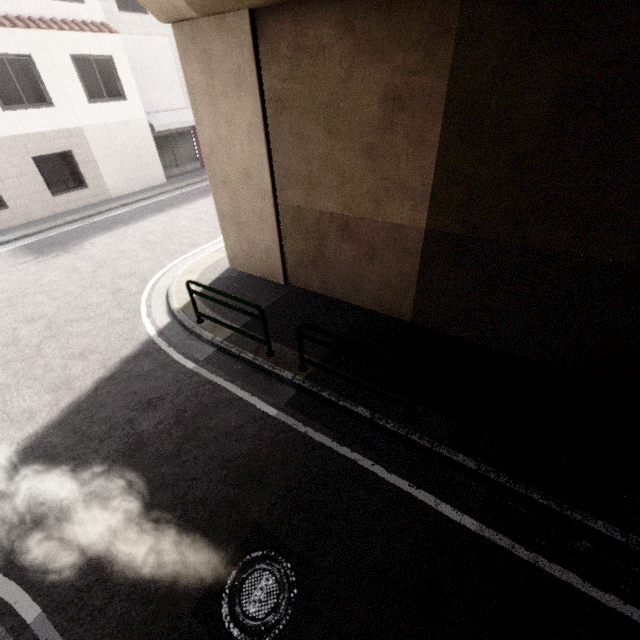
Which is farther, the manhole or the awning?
the awning

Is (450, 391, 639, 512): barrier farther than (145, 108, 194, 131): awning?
No

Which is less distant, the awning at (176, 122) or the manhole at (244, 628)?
the manhole at (244, 628)

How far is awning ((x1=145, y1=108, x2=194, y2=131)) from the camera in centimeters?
1596cm

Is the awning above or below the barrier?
above

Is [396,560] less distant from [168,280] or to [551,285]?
[551,285]

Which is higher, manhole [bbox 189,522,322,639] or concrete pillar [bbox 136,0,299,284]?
concrete pillar [bbox 136,0,299,284]

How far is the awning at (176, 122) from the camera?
15.96m
